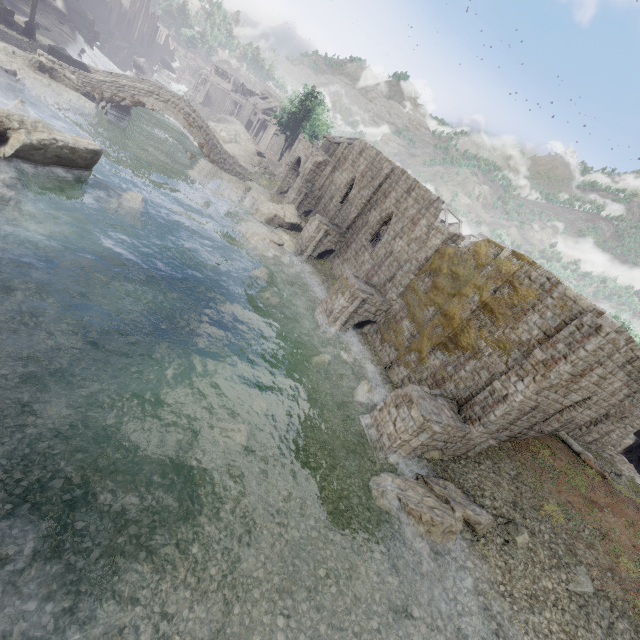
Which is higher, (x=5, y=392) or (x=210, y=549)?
(x=210, y=549)

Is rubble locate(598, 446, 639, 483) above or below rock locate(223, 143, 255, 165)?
above

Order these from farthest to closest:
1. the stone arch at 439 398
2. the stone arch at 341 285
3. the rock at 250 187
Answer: the rock at 250 187
the stone arch at 341 285
the stone arch at 439 398

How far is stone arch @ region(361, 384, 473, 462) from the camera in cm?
1336

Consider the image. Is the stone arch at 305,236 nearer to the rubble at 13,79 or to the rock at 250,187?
the rock at 250,187

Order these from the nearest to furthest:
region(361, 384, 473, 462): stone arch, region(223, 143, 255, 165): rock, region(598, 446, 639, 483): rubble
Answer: region(361, 384, 473, 462): stone arch, region(598, 446, 639, 483): rubble, region(223, 143, 255, 165): rock

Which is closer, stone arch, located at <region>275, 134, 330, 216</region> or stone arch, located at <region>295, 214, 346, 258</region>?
stone arch, located at <region>295, 214, 346, 258</region>

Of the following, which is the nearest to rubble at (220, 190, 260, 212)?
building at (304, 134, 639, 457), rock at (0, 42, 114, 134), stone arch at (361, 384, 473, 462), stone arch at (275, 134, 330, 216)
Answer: stone arch at (275, 134, 330, 216)
